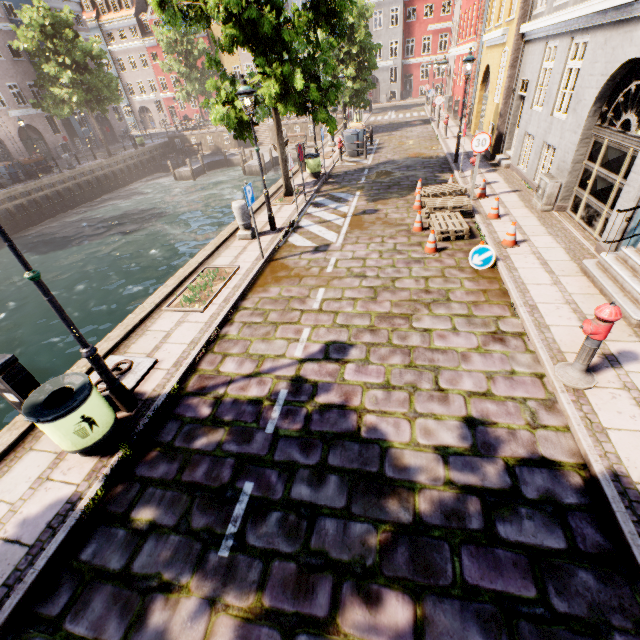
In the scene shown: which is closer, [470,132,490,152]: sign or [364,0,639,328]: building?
[364,0,639,328]: building

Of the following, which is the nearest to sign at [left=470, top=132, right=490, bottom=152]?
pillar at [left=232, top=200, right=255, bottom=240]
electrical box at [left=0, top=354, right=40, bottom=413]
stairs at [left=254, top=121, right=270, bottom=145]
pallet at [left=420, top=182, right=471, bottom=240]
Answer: pallet at [left=420, top=182, right=471, bottom=240]

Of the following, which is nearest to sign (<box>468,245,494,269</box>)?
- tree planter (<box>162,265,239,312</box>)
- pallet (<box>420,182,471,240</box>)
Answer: pallet (<box>420,182,471,240</box>)

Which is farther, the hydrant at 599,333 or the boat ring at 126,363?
the boat ring at 126,363

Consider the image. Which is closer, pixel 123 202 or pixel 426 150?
pixel 426 150

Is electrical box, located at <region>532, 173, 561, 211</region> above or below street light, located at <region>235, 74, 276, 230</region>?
below

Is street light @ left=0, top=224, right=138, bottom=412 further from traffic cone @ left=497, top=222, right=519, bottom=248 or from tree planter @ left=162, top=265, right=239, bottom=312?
traffic cone @ left=497, top=222, right=519, bottom=248

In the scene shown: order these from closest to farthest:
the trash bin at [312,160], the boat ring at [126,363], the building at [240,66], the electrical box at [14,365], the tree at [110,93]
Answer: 1. the electrical box at [14,365]
2. the boat ring at [126,363]
3. the trash bin at [312,160]
4. the tree at [110,93]
5. the building at [240,66]
